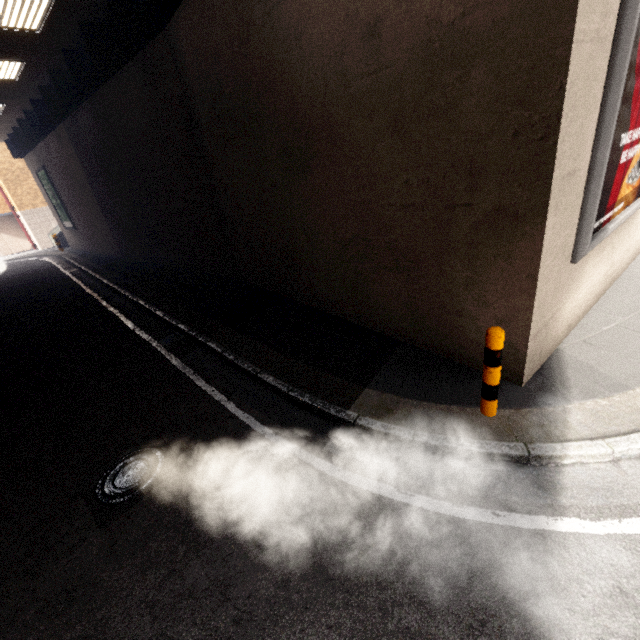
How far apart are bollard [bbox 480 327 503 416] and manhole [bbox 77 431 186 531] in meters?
3.6

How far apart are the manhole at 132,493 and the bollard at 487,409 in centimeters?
356cm

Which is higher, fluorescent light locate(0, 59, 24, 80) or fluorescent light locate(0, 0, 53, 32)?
fluorescent light locate(0, 59, 24, 80)

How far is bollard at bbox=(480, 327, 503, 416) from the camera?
3.2m

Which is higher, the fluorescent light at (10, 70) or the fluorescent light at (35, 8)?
the fluorescent light at (10, 70)

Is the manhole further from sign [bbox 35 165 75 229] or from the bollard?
sign [bbox 35 165 75 229]

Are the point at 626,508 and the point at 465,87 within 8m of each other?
yes

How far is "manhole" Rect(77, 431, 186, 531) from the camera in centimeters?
350cm
